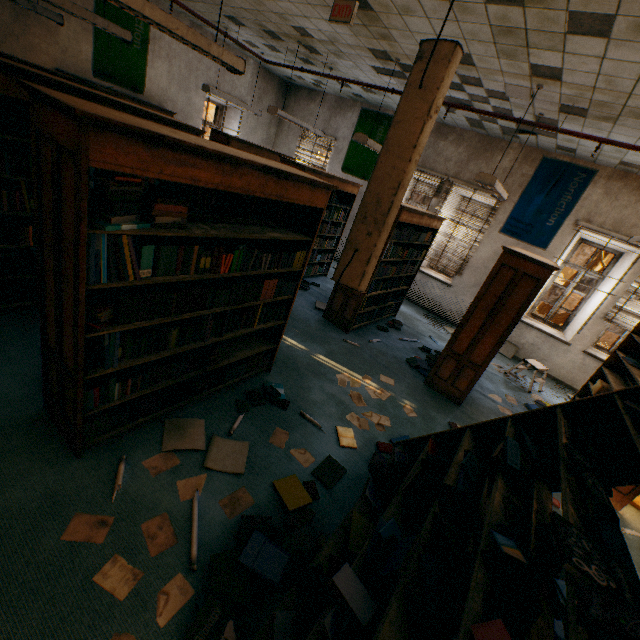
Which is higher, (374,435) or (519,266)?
(519,266)

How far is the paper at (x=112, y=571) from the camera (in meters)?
1.76

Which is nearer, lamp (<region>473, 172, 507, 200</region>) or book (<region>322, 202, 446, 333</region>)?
lamp (<region>473, 172, 507, 200</region>)

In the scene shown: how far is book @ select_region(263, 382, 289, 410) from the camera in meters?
3.4 m

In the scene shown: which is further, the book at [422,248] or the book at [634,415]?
the book at [422,248]

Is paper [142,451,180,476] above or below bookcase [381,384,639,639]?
below

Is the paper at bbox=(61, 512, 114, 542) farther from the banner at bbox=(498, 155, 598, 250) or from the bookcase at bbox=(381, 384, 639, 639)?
the banner at bbox=(498, 155, 598, 250)

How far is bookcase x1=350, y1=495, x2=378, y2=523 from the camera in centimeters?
223cm
